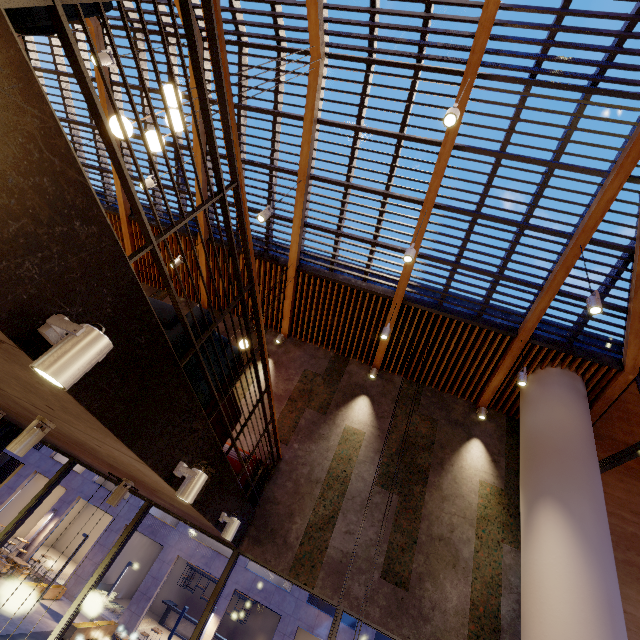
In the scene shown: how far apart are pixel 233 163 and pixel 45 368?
1.74m

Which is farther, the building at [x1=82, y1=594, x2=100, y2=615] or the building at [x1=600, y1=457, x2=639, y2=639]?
the building at [x1=82, y1=594, x2=100, y2=615]

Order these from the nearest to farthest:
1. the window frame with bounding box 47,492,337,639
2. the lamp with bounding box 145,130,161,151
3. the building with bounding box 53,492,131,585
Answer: the lamp with bounding box 145,130,161,151
the window frame with bounding box 47,492,337,639
the building with bounding box 53,492,131,585

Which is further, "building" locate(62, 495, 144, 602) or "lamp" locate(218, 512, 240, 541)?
"building" locate(62, 495, 144, 602)

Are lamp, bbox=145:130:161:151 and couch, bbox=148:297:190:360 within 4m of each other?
yes

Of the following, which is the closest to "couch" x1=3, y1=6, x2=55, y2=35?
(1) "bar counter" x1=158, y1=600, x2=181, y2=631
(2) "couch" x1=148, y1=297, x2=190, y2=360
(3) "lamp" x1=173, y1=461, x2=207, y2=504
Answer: (2) "couch" x1=148, y1=297, x2=190, y2=360

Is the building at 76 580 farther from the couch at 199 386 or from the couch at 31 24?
the couch at 31 24

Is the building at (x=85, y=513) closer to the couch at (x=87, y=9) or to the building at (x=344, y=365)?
the building at (x=344, y=365)
